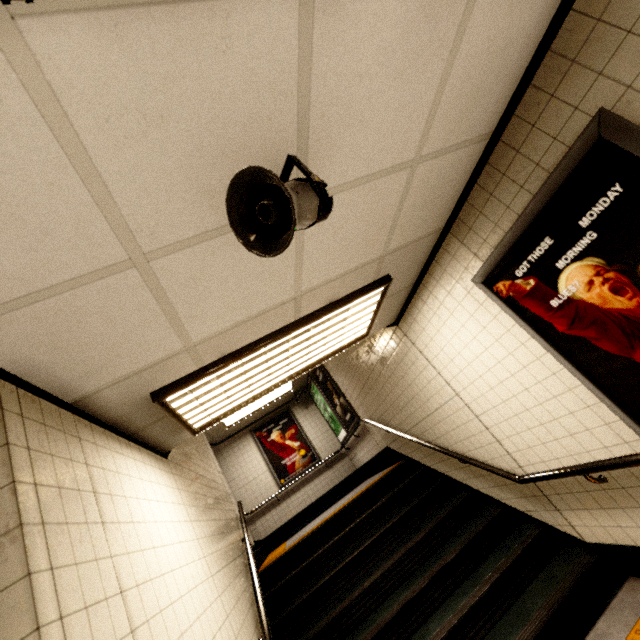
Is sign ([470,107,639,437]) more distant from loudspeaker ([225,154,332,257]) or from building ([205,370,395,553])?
building ([205,370,395,553])

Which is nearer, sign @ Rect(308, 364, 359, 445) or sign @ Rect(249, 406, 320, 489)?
sign @ Rect(308, 364, 359, 445)

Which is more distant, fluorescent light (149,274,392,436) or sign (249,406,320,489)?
sign (249,406,320,489)

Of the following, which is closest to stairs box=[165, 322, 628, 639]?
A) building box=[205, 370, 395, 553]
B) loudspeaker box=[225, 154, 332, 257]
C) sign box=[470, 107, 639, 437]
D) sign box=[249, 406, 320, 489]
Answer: building box=[205, 370, 395, 553]

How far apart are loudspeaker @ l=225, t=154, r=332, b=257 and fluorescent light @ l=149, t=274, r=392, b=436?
1.09m

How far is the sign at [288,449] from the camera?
8.6 meters

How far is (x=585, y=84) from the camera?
1.5 meters

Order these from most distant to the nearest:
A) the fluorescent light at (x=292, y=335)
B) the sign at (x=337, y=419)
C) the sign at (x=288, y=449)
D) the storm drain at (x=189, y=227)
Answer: the sign at (x=288, y=449)
the sign at (x=337, y=419)
the fluorescent light at (x=292, y=335)
the storm drain at (x=189, y=227)
